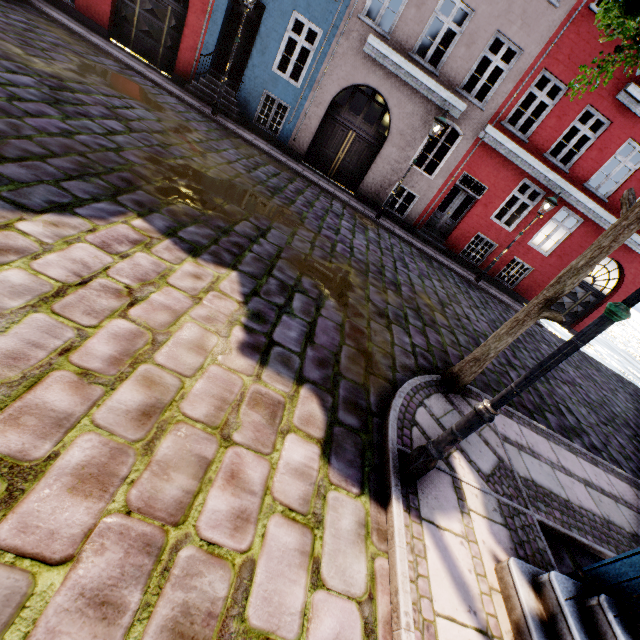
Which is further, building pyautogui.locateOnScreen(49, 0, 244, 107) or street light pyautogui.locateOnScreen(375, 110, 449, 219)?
building pyautogui.locateOnScreen(49, 0, 244, 107)

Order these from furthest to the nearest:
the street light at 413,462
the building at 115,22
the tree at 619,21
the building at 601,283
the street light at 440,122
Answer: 1. the building at 601,283
2. the building at 115,22
3. the street light at 440,122
4. the tree at 619,21
5. the street light at 413,462

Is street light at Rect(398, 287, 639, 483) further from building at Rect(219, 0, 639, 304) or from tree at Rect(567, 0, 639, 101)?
tree at Rect(567, 0, 639, 101)

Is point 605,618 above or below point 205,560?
above

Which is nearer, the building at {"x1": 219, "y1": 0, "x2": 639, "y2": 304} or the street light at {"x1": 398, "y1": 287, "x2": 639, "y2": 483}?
the street light at {"x1": 398, "y1": 287, "x2": 639, "y2": 483}

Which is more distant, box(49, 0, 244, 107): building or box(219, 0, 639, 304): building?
box(49, 0, 244, 107): building

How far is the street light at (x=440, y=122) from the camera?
10.1 meters

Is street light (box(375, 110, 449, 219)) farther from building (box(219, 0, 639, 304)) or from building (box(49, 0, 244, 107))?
building (box(49, 0, 244, 107))
